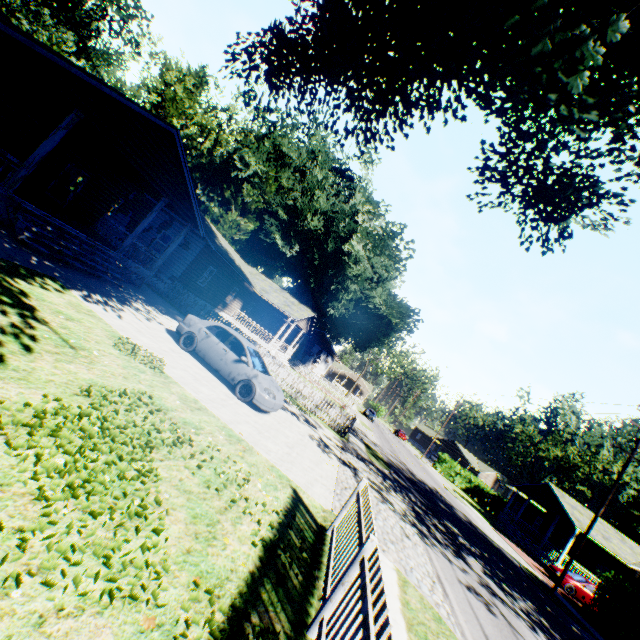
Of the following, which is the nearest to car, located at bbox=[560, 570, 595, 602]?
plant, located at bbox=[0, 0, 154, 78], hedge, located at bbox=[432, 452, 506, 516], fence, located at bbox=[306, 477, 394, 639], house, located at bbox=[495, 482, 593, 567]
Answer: house, located at bbox=[495, 482, 593, 567]

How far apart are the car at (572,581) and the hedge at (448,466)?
24.26m

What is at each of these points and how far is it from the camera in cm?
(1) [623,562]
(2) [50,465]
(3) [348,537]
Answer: (1) house, 2706
(2) plant, 338
(3) fence, 499

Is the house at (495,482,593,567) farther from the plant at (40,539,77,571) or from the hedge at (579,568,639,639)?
the plant at (40,539,77,571)

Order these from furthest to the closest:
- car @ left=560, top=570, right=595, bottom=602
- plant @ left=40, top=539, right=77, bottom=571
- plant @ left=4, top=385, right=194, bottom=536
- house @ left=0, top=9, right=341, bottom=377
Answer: car @ left=560, top=570, right=595, bottom=602 → house @ left=0, top=9, right=341, bottom=377 → plant @ left=4, top=385, right=194, bottom=536 → plant @ left=40, top=539, right=77, bottom=571

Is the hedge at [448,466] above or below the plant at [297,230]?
below

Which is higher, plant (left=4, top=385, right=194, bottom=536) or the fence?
the fence

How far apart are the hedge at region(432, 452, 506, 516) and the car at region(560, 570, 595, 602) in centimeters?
2426cm
